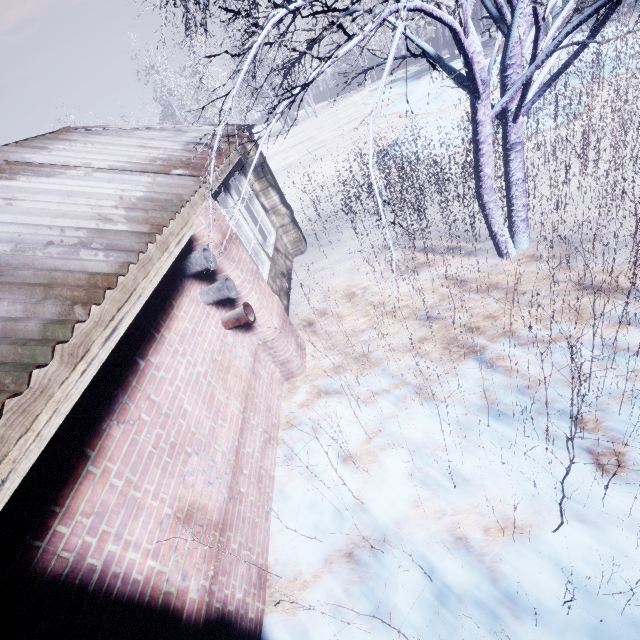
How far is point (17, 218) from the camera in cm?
211

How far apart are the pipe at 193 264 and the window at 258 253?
1.0 meters

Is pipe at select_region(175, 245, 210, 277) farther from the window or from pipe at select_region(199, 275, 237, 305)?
the window

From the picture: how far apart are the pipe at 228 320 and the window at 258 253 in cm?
102

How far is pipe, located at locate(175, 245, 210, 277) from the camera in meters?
2.7 m

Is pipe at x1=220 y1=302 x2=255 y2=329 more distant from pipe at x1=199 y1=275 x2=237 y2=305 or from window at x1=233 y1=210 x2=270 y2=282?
window at x1=233 y1=210 x2=270 y2=282

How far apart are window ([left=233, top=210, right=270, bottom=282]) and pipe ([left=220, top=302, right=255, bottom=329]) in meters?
1.0 m

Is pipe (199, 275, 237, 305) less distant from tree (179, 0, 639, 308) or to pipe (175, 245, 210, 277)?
pipe (175, 245, 210, 277)
